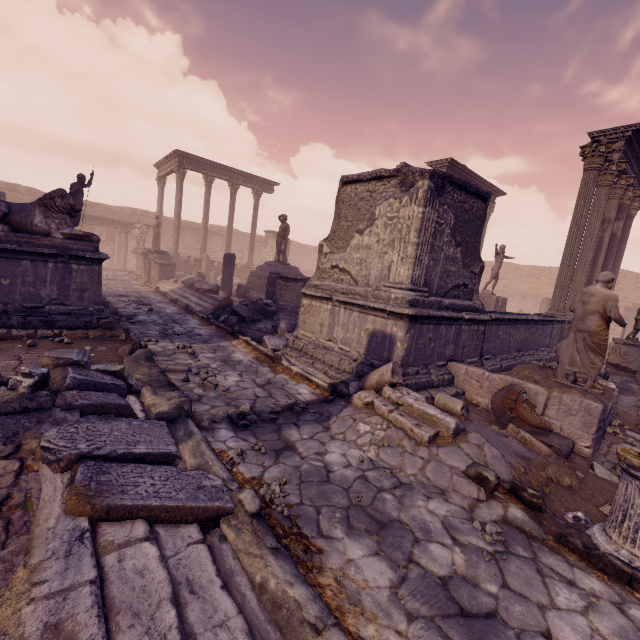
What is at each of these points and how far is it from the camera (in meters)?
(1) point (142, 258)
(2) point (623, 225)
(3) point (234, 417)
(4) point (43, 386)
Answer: (1) relief sculpture, 20.75
(2) column, 14.62
(3) stone, 4.07
(4) debris pile, 3.23

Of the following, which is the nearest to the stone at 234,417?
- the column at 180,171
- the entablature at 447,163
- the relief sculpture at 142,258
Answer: the relief sculpture at 142,258

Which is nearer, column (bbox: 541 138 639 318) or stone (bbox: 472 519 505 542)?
stone (bbox: 472 519 505 542)

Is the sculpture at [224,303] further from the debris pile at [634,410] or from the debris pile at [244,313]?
the debris pile at [634,410]

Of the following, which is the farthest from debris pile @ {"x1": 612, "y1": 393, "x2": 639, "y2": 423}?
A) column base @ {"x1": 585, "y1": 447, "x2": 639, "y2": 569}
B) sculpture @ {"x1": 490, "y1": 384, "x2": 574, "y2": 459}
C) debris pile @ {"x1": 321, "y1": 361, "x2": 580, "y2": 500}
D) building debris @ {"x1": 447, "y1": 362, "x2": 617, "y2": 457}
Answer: column base @ {"x1": 585, "y1": 447, "x2": 639, "y2": 569}

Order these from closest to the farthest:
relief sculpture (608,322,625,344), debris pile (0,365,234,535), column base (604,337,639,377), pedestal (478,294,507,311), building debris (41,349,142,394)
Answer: debris pile (0,365,234,535) < building debris (41,349,142,394) < column base (604,337,639,377) < pedestal (478,294,507,311) < relief sculpture (608,322,625,344)

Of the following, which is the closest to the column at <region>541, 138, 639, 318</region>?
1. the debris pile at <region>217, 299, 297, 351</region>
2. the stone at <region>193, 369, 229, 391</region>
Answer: the debris pile at <region>217, 299, 297, 351</region>

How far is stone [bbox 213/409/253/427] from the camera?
4.0m
